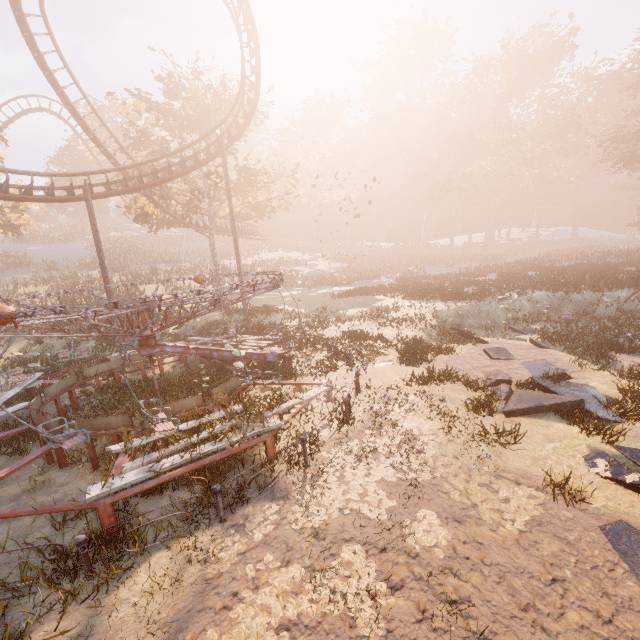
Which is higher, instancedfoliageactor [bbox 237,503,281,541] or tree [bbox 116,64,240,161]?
tree [bbox 116,64,240,161]

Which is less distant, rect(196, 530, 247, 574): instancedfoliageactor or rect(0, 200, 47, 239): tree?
rect(196, 530, 247, 574): instancedfoliageactor

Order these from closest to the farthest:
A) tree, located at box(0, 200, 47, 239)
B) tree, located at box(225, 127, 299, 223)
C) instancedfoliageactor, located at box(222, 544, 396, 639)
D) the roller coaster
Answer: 1. instancedfoliageactor, located at box(222, 544, 396, 639)
2. the roller coaster
3. tree, located at box(225, 127, 299, 223)
4. tree, located at box(0, 200, 47, 239)

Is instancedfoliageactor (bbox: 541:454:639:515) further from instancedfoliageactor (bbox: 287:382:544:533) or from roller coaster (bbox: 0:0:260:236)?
roller coaster (bbox: 0:0:260:236)

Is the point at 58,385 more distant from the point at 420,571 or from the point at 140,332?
the point at 420,571

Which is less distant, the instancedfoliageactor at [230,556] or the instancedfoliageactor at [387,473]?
the instancedfoliageactor at [230,556]

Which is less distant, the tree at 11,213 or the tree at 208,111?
the tree at 208,111
